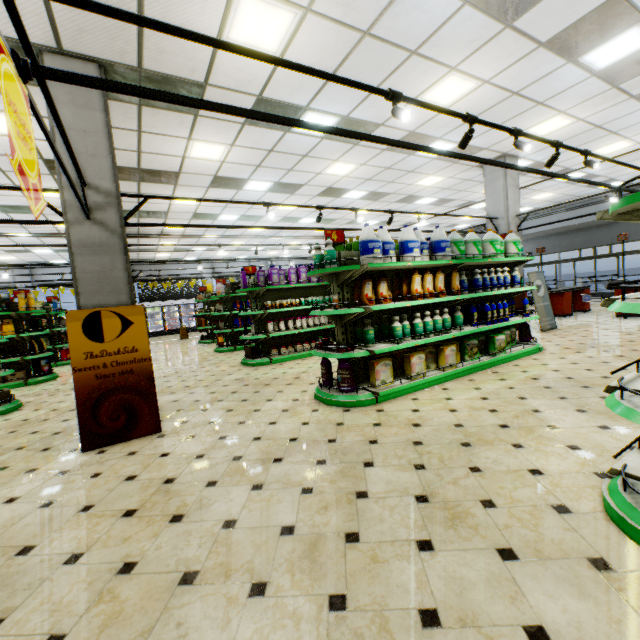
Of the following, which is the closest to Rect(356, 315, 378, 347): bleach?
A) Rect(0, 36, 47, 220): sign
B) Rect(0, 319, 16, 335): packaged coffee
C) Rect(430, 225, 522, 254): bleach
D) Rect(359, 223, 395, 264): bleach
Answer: Rect(359, 223, 395, 264): bleach

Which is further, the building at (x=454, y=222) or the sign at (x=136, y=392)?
the building at (x=454, y=222)

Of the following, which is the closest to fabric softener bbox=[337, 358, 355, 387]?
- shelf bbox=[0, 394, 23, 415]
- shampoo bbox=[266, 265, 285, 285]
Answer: shampoo bbox=[266, 265, 285, 285]

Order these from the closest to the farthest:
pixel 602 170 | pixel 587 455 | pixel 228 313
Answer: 1. pixel 587 455
2. pixel 228 313
3. pixel 602 170

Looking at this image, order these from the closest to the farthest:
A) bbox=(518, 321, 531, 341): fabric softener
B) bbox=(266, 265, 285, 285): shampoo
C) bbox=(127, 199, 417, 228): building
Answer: bbox=(518, 321, 531, 341): fabric softener → bbox=(266, 265, 285, 285): shampoo → bbox=(127, 199, 417, 228): building

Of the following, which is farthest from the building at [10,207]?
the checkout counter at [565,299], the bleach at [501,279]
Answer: the bleach at [501,279]

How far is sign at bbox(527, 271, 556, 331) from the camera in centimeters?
881cm

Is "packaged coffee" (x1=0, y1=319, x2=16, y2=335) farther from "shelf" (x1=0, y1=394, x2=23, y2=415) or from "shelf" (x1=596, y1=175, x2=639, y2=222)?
"shelf" (x1=596, y1=175, x2=639, y2=222)
